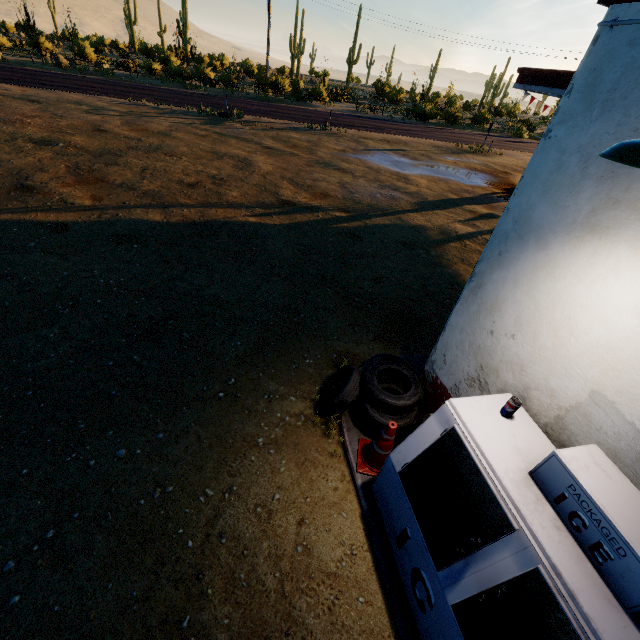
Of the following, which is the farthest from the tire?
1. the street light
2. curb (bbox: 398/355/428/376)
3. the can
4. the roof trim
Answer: the roof trim

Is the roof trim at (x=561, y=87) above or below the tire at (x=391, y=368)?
above

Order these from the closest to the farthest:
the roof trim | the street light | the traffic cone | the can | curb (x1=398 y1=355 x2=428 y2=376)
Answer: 1. the street light
2. the can
3. the traffic cone
4. curb (x1=398 y1=355 x2=428 y2=376)
5. the roof trim

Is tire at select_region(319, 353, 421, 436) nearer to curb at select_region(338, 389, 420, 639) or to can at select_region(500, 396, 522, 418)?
curb at select_region(338, 389, 420, 639)

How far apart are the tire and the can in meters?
1.2

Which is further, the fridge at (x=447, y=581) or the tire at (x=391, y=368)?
the tire at (x=391, y=368)

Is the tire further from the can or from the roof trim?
the roof trim

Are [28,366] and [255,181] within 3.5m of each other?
no
